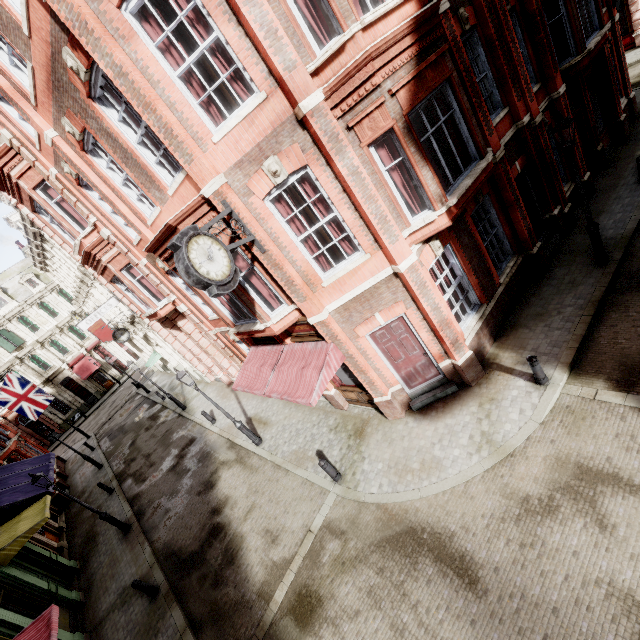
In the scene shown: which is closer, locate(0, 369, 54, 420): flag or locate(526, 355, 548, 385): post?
locate(526, 355, 548, 385): post

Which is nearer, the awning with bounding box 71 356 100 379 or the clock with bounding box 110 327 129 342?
the clock with bounding box 110 327 129 342

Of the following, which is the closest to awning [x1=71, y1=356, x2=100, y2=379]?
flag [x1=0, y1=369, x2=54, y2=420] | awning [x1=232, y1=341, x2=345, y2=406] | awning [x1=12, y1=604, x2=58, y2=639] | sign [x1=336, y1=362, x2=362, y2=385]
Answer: flag [x1=0, y1=369, x2=54, y2=420]

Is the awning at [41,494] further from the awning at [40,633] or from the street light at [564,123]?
the street light at [564,123]

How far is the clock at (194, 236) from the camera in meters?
5.8 m

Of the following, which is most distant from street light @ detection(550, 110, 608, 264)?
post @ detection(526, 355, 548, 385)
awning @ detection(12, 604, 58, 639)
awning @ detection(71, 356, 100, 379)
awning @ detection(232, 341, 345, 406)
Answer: awning @ detection(71, 356, 100, 379)

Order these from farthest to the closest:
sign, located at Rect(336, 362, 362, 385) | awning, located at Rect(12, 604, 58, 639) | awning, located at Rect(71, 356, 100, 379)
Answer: awning, located at Rect(71, 356, 100, 379) → sign, located at Rect(336, 362, 362, 385) → awning, located at Rect(12, 604, 58, 639)

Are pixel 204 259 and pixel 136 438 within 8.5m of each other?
no
